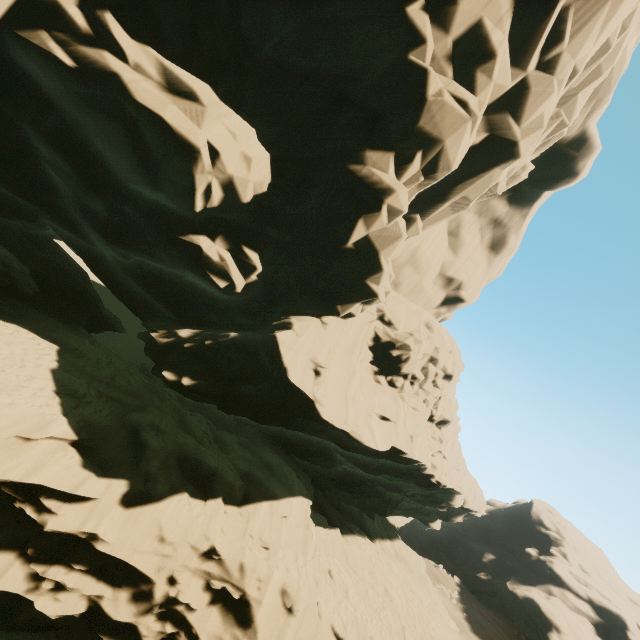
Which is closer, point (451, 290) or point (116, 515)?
point (116, 515)
